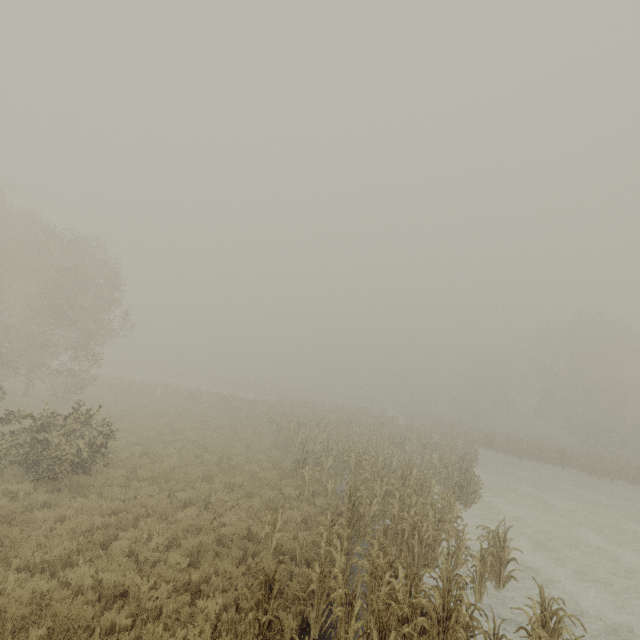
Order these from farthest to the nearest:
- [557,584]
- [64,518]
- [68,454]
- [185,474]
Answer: [185,474] → [68,454] → [557,584] → [64,518]
